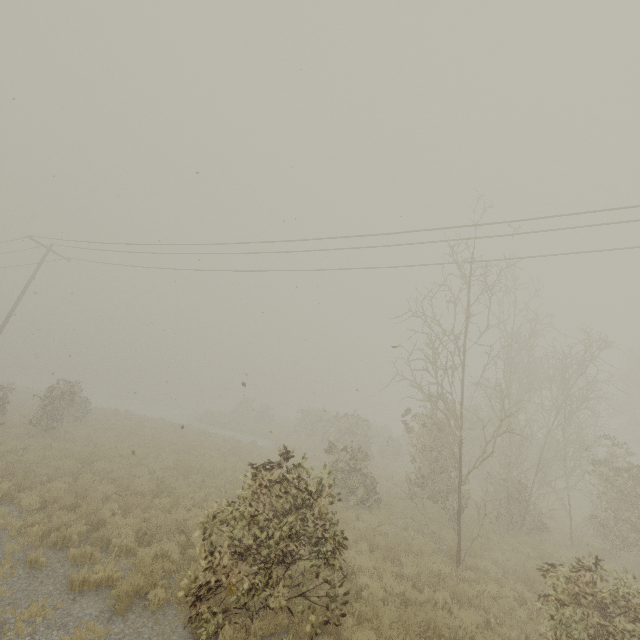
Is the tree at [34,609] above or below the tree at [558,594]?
below

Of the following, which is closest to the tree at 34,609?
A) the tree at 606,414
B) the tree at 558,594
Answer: the tree at 558,594

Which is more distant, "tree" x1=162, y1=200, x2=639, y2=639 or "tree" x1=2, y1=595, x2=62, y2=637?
"tree" x1=162, y1=200, x2=639, y2=639

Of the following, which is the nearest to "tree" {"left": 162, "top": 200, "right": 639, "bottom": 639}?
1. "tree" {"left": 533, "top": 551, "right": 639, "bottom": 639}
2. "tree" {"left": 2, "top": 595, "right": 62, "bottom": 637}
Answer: "tree" {"left": 533, "top": 551, "right": 639, "bottom": 639}

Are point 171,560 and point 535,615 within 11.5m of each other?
yes

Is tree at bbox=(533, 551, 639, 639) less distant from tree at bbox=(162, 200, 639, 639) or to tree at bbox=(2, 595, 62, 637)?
tree at bbox=(162, 200, 639, 639)
